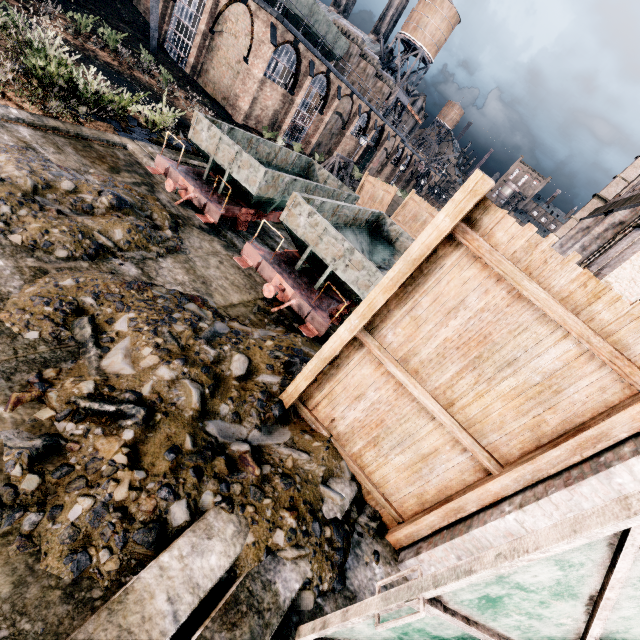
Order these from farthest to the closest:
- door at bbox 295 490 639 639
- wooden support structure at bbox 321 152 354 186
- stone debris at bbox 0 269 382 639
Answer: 1. wooden support structure at bbox 321 152 354 186
2. stone debris at bbox 0 269 382 639
3. door at bbox 295 490 639 639

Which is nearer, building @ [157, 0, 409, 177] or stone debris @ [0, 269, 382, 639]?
stone debris @ [0, 269, 382, 639]

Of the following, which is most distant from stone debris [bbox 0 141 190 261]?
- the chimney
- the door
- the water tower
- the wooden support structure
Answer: the water tower

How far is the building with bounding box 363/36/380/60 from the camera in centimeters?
5734cm

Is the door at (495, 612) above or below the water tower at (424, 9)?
below

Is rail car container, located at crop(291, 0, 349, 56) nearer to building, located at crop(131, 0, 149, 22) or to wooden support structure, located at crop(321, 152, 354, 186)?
building, located at crop(131, 0, 149, 22)

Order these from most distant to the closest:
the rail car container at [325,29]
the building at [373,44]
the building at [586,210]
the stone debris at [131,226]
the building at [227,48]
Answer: the building at [373,44], the rail car container at [325,29], the building at [227,48], the building at [586,210], the stone debris at [131,226]

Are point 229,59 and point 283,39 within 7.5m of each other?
yes
